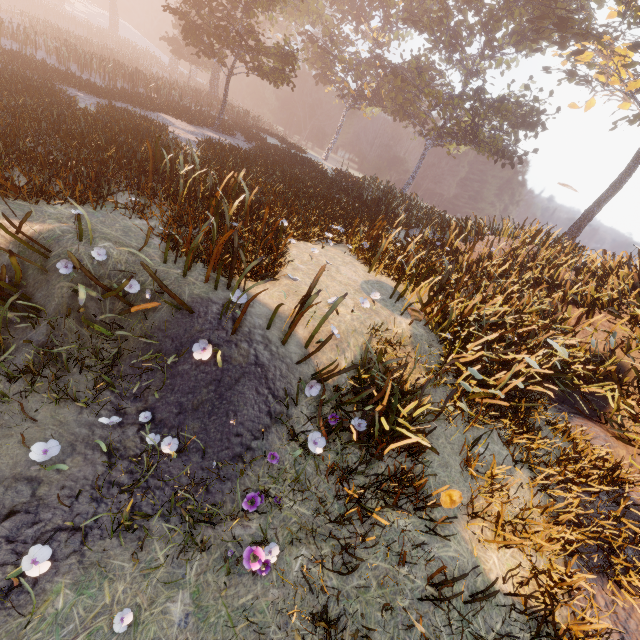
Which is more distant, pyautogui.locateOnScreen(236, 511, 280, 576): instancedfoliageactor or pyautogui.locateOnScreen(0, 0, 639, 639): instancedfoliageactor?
pyautogui.locateOnScreen(0, 0, 639, 639): instancedfoliageactor

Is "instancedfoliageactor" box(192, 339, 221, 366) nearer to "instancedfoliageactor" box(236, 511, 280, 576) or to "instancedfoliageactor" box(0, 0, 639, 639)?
"instancedfoliageactor" box(236, 511, 280, 576)

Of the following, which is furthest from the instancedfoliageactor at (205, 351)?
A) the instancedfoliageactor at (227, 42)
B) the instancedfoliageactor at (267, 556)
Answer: the instancedfoliageactor at (227, 42)

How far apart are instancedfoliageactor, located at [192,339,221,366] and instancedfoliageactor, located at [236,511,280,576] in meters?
2.1

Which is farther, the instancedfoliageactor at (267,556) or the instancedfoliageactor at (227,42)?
the instancedfoliageactor at (227,42)

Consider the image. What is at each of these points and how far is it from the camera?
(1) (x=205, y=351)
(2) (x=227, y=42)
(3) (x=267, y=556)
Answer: (1) instancedfoliageactor, 4.0 meters
(2) instancedfoliageactor, 16.5 meters
(3) instancedfoliageactor, 3.1 meters

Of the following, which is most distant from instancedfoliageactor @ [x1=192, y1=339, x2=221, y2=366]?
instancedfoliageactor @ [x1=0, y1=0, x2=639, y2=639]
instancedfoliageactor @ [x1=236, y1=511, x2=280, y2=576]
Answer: instancedfoliageactor @ [x1=0, y1=0, x2=639, y2=639]
